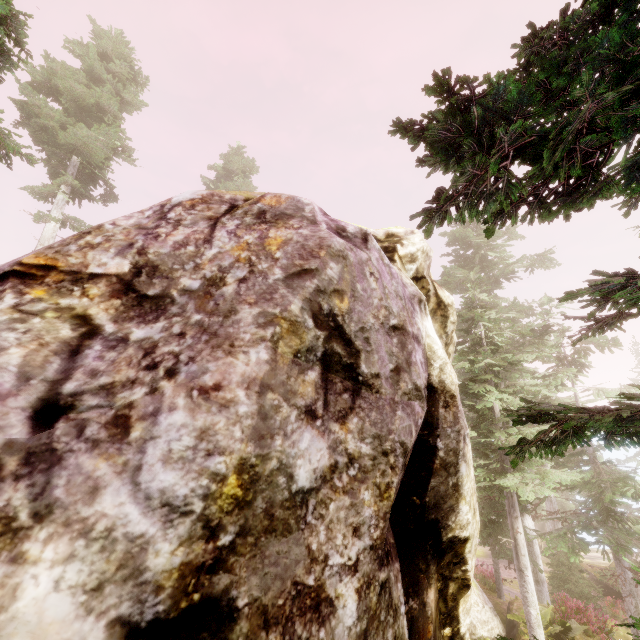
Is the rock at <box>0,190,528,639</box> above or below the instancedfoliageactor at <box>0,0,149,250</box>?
below

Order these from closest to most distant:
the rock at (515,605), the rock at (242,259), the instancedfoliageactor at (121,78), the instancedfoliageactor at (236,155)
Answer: the rock at (242,259) → the instancedfoliageactor at (121,78) → the rock at (515,605) → the instancedfoliageactor at (236,155)

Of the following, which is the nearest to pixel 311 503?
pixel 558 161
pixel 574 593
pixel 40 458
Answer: pixel 40 458

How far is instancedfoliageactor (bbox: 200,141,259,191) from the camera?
29.0 meters

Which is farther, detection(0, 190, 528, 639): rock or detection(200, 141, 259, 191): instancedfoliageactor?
detection(200, 141, 259, 191): instancedfoliageactor

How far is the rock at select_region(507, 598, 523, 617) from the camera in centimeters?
1290cm

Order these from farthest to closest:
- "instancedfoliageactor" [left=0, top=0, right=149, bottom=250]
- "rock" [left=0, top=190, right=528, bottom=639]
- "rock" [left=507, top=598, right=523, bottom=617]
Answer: "rock" [left=507, top=598, right=523, bottom=617] < "instancedfoliageactor" [left=0, top=0, right=149, bottom=250] < "rock" [left=0, top=190, right=528, bottom=639]

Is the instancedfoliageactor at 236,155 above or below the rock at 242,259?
above
